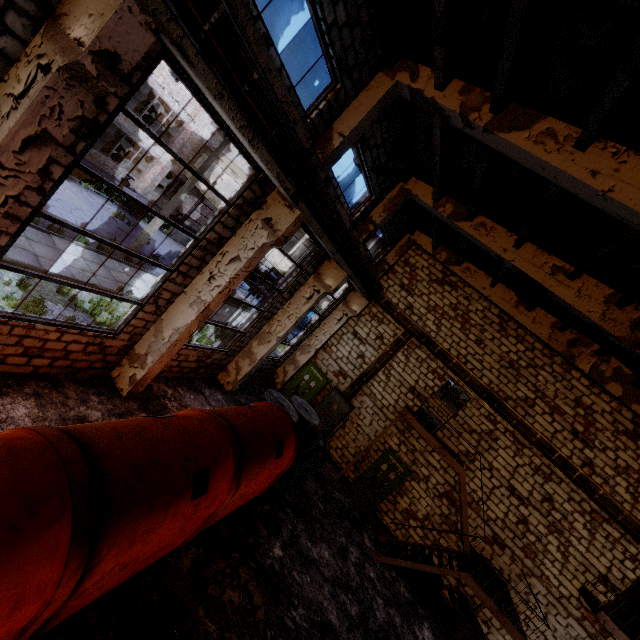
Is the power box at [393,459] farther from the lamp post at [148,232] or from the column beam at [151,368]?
the lamp post at [148,232]

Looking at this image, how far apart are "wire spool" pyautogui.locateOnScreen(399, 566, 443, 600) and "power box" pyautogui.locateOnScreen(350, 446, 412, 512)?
1.83m

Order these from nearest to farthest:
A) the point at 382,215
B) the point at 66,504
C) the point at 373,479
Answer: the point at 66,504, the point at 382,215, the point at 373,479

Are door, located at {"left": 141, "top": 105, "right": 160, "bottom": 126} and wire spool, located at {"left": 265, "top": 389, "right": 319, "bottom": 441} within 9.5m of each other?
no

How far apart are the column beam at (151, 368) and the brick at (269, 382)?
7.42m

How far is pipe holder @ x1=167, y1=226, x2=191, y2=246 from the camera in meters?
26.2 m

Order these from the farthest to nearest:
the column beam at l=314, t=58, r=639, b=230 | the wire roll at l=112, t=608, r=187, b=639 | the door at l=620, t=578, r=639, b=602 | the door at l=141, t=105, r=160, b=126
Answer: the door at l=141, t=105, r=160, b=126, the door at l=620, t=578, r=639, b=602, the column beam at l=314, t=58, r=639, b=230, the wire roll at l=112, t=608, r=187, b=639

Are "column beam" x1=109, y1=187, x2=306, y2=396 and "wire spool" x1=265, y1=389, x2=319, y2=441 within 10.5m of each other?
yes
